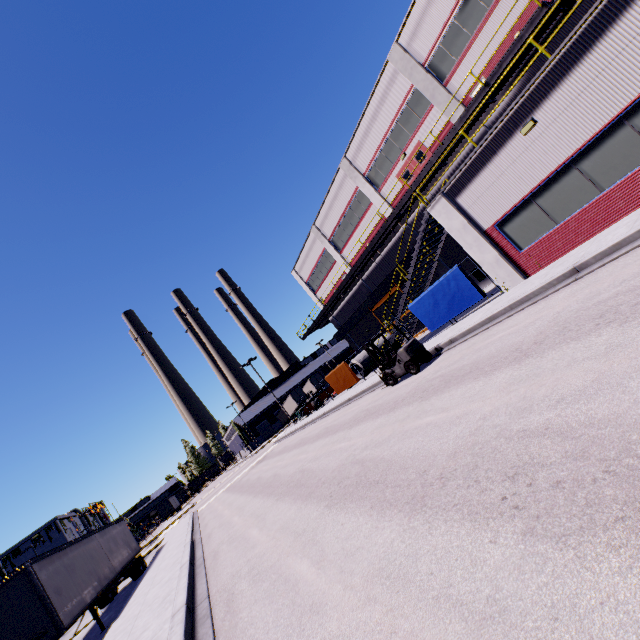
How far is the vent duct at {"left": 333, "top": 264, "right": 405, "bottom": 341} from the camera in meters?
27.3

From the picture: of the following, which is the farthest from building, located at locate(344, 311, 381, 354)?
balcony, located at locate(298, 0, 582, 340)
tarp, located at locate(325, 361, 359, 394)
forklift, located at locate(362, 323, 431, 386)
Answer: forklift, located at locate(362, 323, 431, 386)

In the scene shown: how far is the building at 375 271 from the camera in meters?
27.1

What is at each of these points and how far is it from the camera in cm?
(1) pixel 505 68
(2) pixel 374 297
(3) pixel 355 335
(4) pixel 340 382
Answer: (1) balcony, 1405
(2) vent duct, 2958
(3) building, 3694
(4) tarp, 2691

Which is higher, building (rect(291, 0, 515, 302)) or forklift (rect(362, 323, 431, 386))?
building (rect(291, 0, 515, 302))

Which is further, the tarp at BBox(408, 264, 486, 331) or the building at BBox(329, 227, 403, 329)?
the building at BBox(329, 227, 403, 329)

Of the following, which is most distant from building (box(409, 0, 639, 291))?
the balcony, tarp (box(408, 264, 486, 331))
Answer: tarp (box(408, 264, 486, 331))
